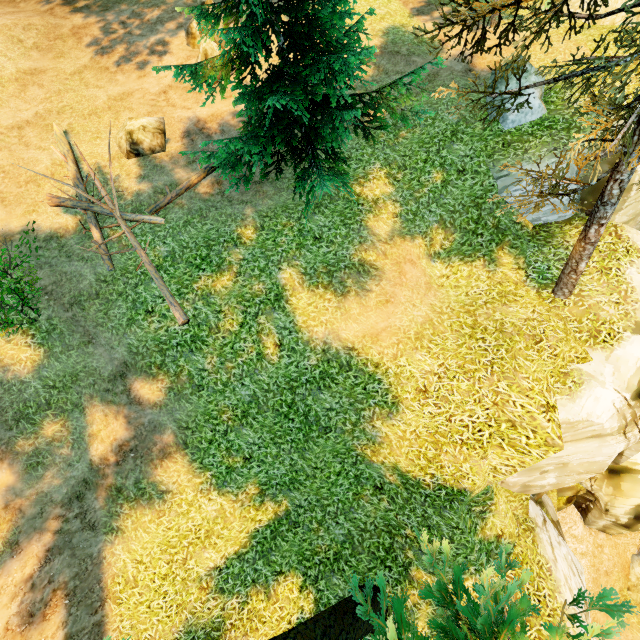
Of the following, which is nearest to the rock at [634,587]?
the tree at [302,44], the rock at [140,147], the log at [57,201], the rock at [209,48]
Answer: the tree at [302,44]

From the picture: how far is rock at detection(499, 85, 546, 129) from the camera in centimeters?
1001cm

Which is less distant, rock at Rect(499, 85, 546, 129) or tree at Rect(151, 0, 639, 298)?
tree at Rect(151, 0, 639, 298)

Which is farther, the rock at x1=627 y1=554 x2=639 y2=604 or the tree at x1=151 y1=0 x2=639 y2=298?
the rock at x1=627 y1=554 x2=639 y2=604

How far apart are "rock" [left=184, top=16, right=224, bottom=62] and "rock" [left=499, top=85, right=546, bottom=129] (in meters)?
10.14

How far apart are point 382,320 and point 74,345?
8.9m

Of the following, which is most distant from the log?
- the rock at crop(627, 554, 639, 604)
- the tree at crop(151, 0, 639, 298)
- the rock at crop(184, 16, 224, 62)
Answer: the rock at crop(627, 554, 639, 604)

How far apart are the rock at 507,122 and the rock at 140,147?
11.3 meters
